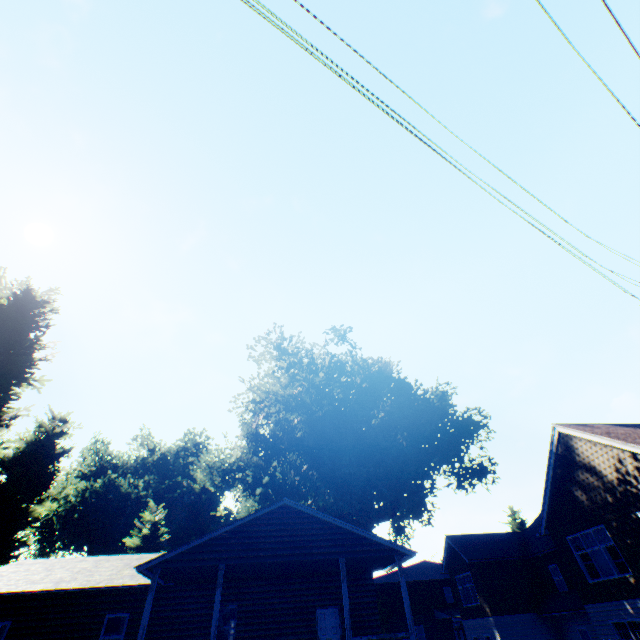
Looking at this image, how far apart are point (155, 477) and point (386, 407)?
47.58m

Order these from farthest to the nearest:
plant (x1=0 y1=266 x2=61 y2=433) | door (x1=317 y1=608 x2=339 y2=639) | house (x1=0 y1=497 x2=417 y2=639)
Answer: door (x1=317 y1=608 x2=339 y2=639) → house (x1=0 y1=497 x2=417 y2=639) → plant (x1=0 y1=266 x2=61 y2=433)

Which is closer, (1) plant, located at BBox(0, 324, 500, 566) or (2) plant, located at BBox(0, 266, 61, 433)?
(2) plant, located at BBox(0, 266, 61, 433)

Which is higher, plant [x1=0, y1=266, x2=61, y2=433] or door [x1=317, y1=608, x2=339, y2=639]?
plant [x1=0, y1=266, x2=61, y2=433]

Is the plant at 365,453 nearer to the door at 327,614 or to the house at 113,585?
the house at 113,585

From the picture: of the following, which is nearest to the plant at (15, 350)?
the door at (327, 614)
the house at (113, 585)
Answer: the house at (113, 585)

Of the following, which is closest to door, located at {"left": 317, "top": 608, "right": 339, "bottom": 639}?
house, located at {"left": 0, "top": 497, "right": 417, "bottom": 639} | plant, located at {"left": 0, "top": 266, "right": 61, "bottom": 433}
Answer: house, located at {"left": 0, "top": 497, "right": 417, "bottom": 639}
